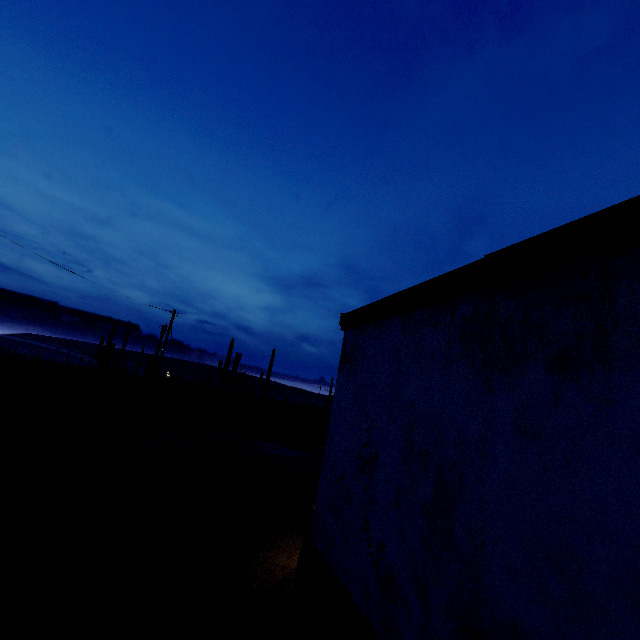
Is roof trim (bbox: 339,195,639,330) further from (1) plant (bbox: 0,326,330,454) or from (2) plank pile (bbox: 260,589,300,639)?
(1) plant (bbox: 0,326,330,454)

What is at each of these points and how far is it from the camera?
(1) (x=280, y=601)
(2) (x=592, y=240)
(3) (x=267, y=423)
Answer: (1) plank pile, 4.5 meters
(2) roof trim, 2.0 meters
(3) plant, 26.6 meters

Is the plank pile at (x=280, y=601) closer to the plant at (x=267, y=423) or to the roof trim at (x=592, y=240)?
the roof trim at (x=592, y=240)

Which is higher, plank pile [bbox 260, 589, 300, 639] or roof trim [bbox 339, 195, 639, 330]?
roof trim [bbox 339, 195, 639, 330]

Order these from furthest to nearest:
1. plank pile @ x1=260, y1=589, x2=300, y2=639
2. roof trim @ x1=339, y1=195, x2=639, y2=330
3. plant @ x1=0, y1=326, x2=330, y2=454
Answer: plant @ x1=0, y1=326, x2=330, y2=454
plank pile @ x1=260, y1=589, x2=300, y2=639
roof trim @ x1=339, y1=195, x2=639, y2=330

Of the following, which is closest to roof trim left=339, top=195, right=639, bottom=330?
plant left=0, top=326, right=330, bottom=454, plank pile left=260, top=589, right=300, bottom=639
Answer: plank pile left=260, top=589, right=300, bottom=639

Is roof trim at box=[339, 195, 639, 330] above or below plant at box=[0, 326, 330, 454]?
above
